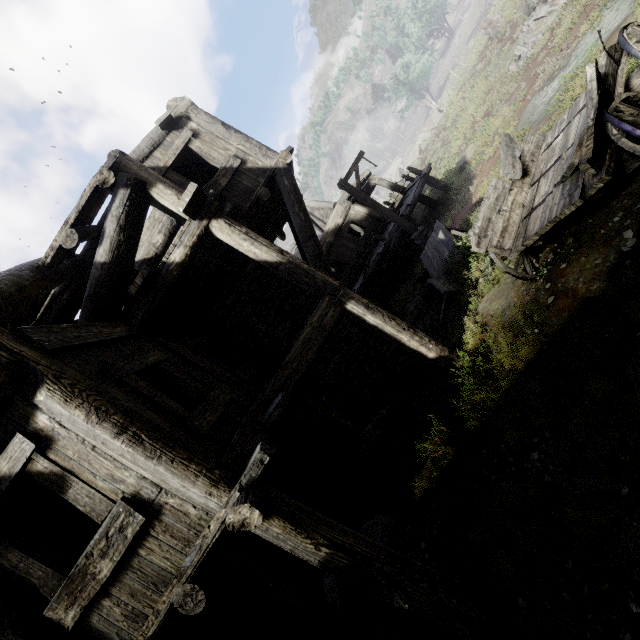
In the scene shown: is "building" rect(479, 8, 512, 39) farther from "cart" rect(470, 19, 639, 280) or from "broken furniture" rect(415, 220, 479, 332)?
"cart" rect(470, 19, 639, 280)

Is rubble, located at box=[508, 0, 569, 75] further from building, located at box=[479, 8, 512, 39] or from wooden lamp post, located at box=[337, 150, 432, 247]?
wooden lamp post, located at box=[337, 150, 432, 247]

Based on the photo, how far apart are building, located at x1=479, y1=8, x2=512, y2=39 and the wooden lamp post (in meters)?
16.88

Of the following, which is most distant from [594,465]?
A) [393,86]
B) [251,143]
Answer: [393,86]

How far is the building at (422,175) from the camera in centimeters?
1572cm

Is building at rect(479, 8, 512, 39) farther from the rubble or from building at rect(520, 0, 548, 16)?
building at rect(520, 0, 548, 16)

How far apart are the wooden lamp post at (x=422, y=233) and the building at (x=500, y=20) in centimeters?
1688cm

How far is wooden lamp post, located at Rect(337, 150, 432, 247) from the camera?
12.2m
